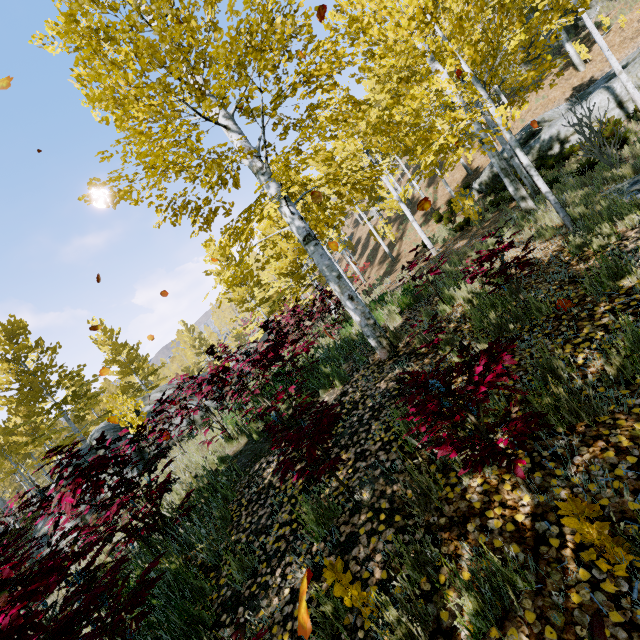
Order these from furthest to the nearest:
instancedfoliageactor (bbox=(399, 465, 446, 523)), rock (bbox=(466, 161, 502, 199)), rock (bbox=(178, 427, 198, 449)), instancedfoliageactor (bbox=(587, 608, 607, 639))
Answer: rock (bbox=(466, 161, 502, 199)) < rock (bbox=(178, 427, 198, 449)) < instancedfoliageactor (bbox=(399, 465, 446, 523)) < instancedfoliageactor (bbox=(587, 608, 607, 639))

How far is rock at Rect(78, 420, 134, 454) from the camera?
10.2m

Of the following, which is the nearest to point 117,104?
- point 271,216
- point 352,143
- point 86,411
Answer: point 271,216

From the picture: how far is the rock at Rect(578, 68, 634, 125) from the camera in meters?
12.7

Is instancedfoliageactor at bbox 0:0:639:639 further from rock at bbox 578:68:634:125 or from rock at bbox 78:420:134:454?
rock at bbox 78:420:134:454

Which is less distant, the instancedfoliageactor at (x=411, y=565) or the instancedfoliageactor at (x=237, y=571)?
the instancedfoliageactor at (x=411, y=565)

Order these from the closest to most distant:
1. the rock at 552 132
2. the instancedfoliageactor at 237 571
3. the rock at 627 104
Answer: the instancedfoliageactor at 237 571 < the rock at 627 104 < the rock at 552 132
